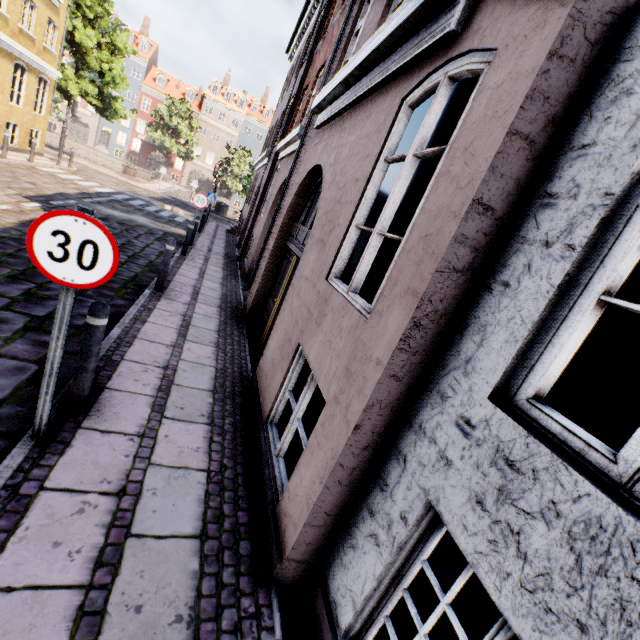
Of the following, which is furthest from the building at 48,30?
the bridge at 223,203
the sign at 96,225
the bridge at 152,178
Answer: the bridge at 223,203

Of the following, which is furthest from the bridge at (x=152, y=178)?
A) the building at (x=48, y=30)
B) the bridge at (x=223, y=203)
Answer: the building at (x=48, y=30)

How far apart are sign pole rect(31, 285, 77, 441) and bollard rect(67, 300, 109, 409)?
0.4m

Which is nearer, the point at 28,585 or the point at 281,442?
the point at 28,585

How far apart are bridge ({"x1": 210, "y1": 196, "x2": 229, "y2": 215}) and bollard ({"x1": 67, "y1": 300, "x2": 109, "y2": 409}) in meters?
32.4 m

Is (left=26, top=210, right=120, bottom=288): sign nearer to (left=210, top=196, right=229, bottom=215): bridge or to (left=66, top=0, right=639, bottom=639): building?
(left=66, top=0, right=639, bottom=639): building

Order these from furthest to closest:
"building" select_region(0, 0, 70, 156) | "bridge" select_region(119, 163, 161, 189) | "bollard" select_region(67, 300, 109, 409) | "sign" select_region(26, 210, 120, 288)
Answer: "bridge" select_region(119, 163, 161, 189)
"building" select_region(0, 0, 70, 156)
"bollard" select_region(67, 300, 109, 409)
"sign" select_region(26, 210, 120, 288)

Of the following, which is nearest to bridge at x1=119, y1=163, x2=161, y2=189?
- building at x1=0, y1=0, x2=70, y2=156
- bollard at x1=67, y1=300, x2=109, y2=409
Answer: building at x1=0, y1=0, x2=70, y2=156
